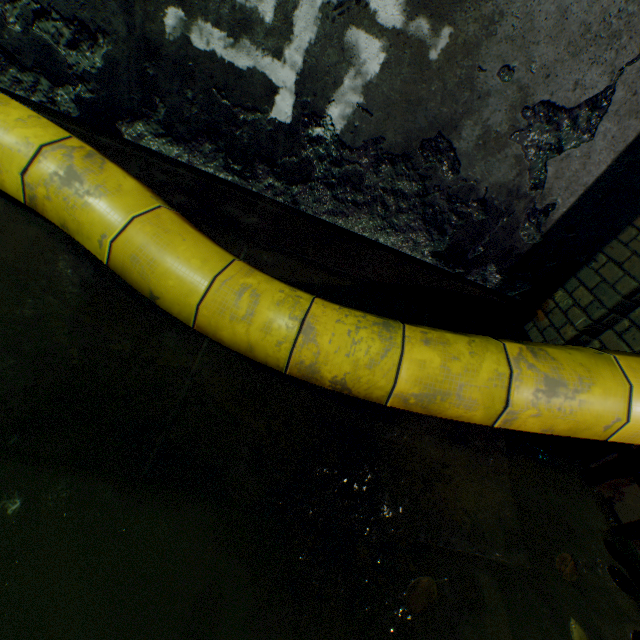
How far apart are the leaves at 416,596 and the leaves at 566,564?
0.68m

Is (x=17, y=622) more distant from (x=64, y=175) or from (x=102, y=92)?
(x=102, y=92)

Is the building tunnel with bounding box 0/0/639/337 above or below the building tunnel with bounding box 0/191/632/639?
above

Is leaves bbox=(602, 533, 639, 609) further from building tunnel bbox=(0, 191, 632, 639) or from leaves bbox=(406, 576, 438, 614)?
leaves bbox=(406, 576, 438, 614)

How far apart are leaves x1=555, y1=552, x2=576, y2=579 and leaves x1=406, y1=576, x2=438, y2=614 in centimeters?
68cm

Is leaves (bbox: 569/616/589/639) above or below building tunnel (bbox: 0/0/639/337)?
below

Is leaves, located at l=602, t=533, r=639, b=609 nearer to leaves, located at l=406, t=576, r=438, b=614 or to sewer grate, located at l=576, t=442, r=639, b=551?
sewer grate, located at l=576, t=442, r=639, b=551

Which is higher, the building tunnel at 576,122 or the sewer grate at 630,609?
the building tunnel at 576,122
